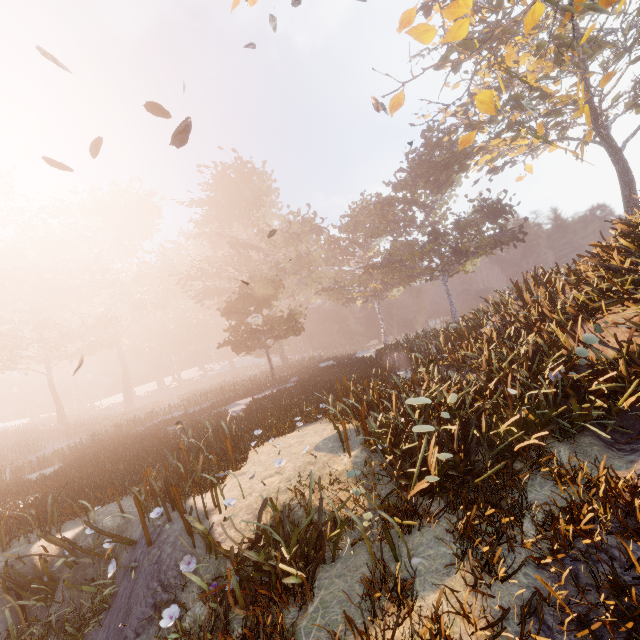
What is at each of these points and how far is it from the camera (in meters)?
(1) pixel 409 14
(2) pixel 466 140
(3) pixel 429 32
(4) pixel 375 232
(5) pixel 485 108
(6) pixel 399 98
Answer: (1) tree, 7.82
(2) tree, 8.53
(3) tree, 8.03
(4) instancedfoliageactor, 34.28
(5) tree, 8.23
(6) tree, 8.95

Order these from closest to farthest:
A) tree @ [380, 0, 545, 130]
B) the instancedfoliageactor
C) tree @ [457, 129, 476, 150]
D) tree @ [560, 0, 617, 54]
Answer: the instancedfoliageactor < tree @ [560, 0, 617, 54] < tree @ [380, 0, 545, 130] < tree @ [457, 129, 476, 150]

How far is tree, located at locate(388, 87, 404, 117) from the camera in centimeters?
891cm

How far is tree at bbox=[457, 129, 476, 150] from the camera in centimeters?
847cm

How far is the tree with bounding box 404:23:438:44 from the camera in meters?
8.0 m

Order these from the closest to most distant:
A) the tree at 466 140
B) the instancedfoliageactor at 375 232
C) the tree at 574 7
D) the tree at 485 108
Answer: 1. the instancedfoliageactor at 375 232
2. the tree at 574 7
3. the tree at 485 108
4. the tree at 466 140

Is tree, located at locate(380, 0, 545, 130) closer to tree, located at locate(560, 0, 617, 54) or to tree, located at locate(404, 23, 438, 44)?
tree, located at locate(560, 0, 617, 54)

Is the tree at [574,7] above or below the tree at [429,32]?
below
